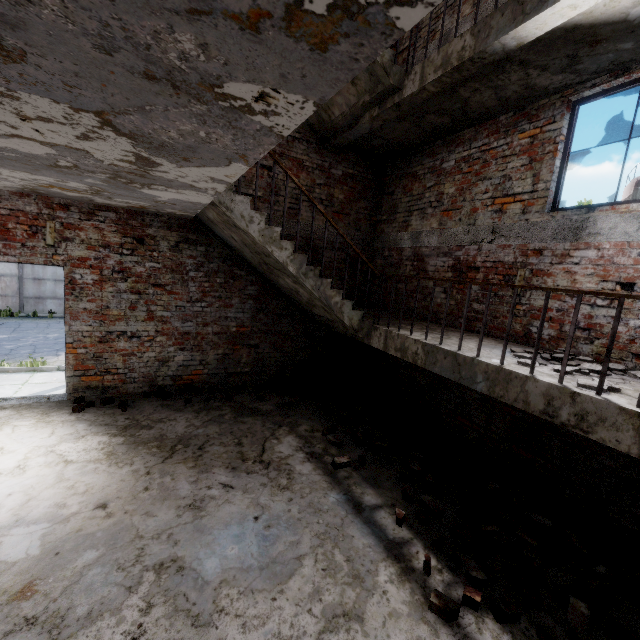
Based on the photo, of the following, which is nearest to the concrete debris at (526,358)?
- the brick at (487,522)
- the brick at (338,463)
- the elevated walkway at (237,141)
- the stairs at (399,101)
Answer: the stairs at (399,101)

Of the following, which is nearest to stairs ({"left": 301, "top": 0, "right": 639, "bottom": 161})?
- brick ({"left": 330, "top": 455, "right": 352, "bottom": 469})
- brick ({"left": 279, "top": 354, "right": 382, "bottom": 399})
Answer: brick ({"left": 279, "top": 354, "right": 382, "bottom": 399})

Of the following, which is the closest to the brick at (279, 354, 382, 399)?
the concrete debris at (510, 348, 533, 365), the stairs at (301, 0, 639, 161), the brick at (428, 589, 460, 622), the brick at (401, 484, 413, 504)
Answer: the stairs at (301, 0, 639, 161)

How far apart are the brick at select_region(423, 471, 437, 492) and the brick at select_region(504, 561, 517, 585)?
0.4 meters

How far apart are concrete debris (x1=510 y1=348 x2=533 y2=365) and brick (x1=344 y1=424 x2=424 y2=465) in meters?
2.1 m

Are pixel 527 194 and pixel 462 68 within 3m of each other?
yes

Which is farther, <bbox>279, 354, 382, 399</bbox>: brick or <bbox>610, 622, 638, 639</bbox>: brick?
<bbox>279, 354, 382, 399</bbox>: brick

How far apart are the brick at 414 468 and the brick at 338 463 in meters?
0.8
